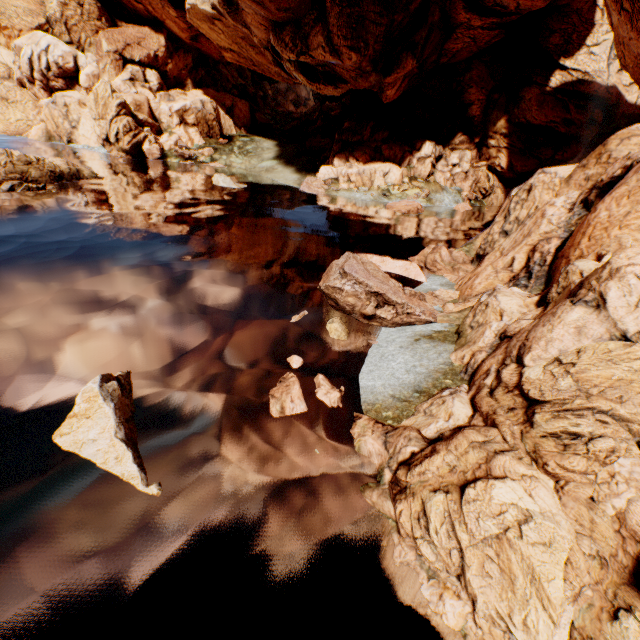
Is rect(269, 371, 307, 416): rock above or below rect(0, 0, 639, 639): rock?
below

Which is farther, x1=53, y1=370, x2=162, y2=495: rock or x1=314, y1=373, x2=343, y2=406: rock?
x1=314, y1=373, x2=343, y2=406: rock

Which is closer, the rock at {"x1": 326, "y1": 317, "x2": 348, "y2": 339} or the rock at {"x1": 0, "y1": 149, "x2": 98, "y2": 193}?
the rock at {"x1": 326, "y1": 317, "x2": 348, "y2": 339}

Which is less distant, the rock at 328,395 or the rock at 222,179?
the rock at 328,395

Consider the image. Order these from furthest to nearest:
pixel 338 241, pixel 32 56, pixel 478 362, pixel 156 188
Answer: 1. pixel 32 56
2. pixel 156 188
3. pixel 338 241
4. pixel 478 362

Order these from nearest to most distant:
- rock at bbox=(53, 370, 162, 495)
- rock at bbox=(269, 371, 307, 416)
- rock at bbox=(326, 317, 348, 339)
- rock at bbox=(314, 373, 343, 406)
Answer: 1. rock at bbox=(53, 370, 162, 495)
2. rock at bbox=(269, 371, 307, 416)
3. rock at bbox=(314, 373, 343, 406)
4. rock at bbox=(326, 317, 348, 339)
